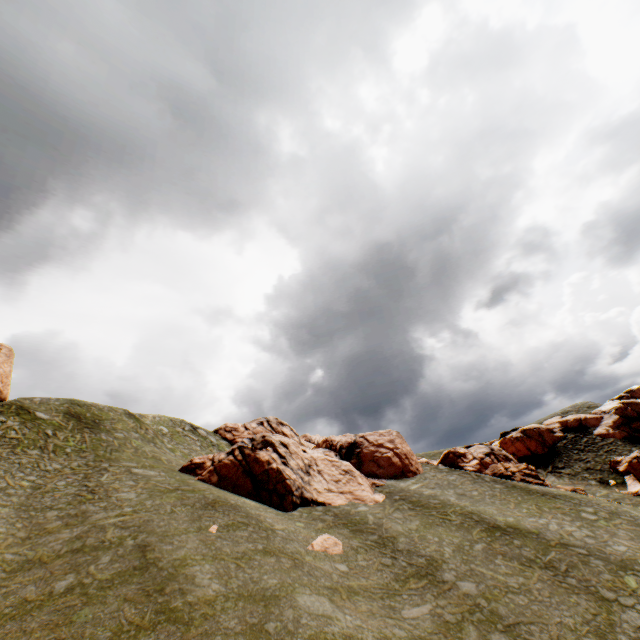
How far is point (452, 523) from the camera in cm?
2334

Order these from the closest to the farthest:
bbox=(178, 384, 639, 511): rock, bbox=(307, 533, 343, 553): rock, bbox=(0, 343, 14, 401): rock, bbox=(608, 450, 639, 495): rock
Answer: bbox=(307, 533, 343, 553): rock < bbox=(178, 384, 639, 511): rock < bbox=(608, 450, 639, 495): rock < bbox=(0, 343, 14, 401): rock

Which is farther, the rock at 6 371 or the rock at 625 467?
the rock at 6 371

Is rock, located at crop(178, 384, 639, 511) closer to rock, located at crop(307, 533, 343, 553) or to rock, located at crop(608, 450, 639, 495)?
rock, located at crop(307, 533, 343, 553)

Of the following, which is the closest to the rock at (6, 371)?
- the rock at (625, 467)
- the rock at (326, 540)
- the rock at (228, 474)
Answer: the rock at (625, 467)

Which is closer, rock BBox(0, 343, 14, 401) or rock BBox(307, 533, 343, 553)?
rock BBox(307, 533, 343, 553)

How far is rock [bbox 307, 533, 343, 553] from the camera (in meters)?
19.47

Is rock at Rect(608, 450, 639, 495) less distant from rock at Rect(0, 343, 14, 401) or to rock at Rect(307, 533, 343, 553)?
rock at Rect(0, 343, 14, 401)
